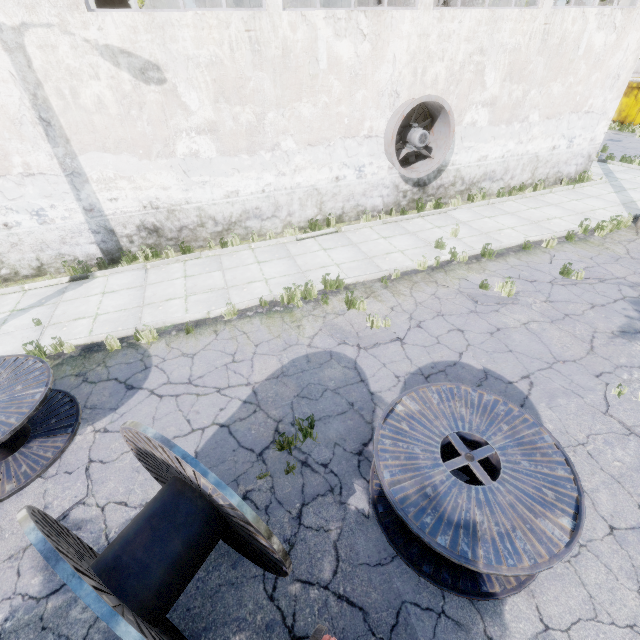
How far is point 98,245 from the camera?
9.05m

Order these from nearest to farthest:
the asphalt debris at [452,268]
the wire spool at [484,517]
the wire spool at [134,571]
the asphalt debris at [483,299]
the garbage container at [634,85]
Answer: the wire spool at [134,571]
the wire spool at [484,517]
the asphalt debris at [483,299]
the asphalt debris at [452,268]
the garbage container at [634,85]

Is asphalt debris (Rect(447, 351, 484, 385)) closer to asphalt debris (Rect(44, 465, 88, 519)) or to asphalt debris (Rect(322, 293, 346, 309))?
asphalt debris (Rect(322, 293, 346, 309))

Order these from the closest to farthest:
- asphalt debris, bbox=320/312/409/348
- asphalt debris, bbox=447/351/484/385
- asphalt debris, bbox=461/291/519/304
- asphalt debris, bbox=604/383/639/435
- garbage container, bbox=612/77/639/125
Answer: asphalt debris, bbox=604/383/639/435 → asphalt debris, bbox=447/351/484/385 → asphalt debris, bbox=320/312/409/348 → asphalt debris, bbox=461/291/519/304 → garbage container, bbox=612/77/639/125

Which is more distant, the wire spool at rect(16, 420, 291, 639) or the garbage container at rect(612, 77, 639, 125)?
the garbage container at rect(612, 77, 639, 125)

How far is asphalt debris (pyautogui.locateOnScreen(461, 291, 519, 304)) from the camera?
6.84m

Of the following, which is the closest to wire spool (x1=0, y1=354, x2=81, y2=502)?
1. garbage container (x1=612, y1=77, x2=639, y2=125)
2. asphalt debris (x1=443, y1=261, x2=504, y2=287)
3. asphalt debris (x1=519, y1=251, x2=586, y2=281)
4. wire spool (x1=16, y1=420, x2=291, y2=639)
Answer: wire spool (x1=16, y1=420, x2=291, y2=639)

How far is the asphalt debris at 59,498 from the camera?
4.07m
